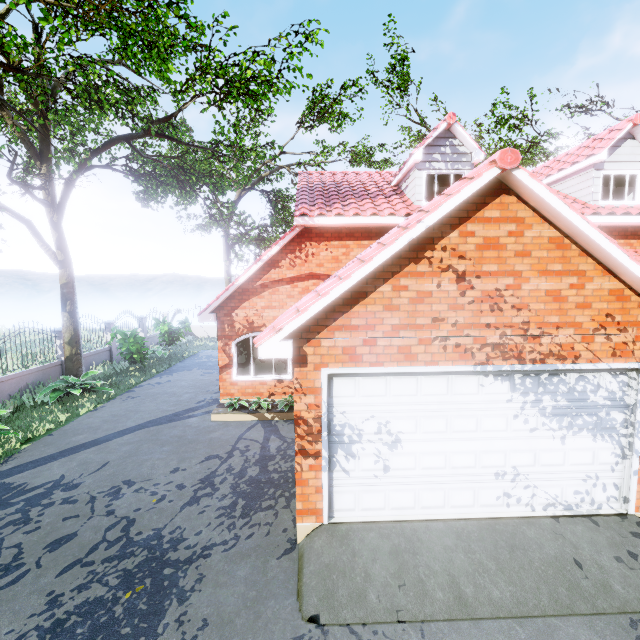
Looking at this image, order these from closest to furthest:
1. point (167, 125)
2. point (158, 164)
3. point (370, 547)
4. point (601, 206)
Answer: point (370, 547) → point (167, 125) → point (601, 206) → point (158, 164)

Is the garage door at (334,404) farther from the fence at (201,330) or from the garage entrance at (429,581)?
the fence at (201,330)

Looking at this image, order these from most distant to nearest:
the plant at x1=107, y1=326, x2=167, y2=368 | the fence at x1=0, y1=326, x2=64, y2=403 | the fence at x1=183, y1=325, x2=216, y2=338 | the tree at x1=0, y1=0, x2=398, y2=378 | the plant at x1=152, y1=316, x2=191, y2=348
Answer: the fence at x1=183, y1=325, x2=216, y2=338 < the plant at x1=152, y1=316, x2=191, y2=348 < the plant at x1=107, y1=326, x2=167, y2=368 < the fence at x1=0, y1=326, x2=64, y2=403 < the tree at x1=0, y1=0, x2=398, y2=378

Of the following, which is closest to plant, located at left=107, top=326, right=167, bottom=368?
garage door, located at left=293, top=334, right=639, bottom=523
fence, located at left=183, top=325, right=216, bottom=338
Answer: fence, located at left=183, top=325, right=216, bottom=338

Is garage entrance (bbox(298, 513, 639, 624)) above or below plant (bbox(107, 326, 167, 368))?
below

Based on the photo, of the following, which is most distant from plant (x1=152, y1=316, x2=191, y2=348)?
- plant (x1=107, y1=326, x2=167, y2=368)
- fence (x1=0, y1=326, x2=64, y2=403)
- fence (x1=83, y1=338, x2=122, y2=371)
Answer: fence (x1=0, y1=326, x2=64, y2=403)

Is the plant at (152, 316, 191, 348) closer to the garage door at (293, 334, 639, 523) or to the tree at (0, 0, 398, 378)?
the tree at (0, 0, 398, 378)

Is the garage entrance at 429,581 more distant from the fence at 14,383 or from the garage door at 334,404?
the fence at 14,383
